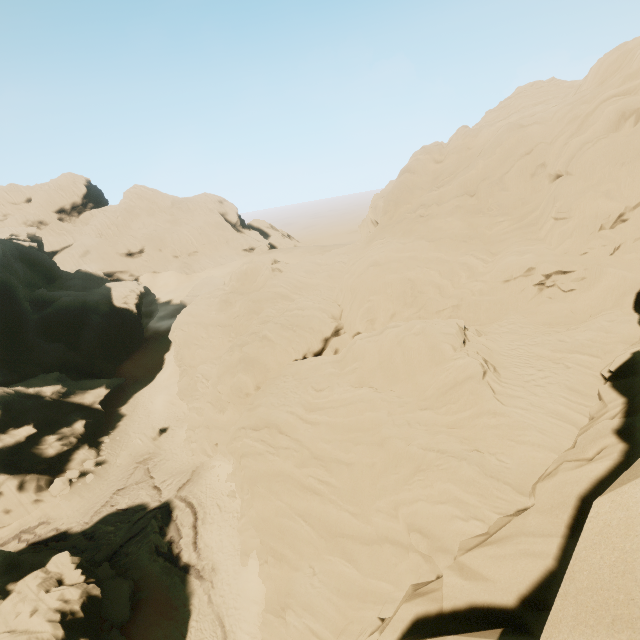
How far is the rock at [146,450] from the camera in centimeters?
3469cm

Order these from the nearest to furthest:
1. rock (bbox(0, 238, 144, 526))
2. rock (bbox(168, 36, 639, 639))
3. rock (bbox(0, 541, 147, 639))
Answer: rock (bbox(168, 36, 639, 639)) < rock (bbox(0, 541, 147, 639)) < rock (bbox(0, 238, 144, 526))

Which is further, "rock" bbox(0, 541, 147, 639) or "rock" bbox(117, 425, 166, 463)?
"rock" bbox(117, 425, 166, 463)

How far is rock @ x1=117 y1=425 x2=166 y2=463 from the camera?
34.7m

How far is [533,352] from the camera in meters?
17.1 m

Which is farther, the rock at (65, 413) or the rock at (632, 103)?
the rock at (65, 413)
